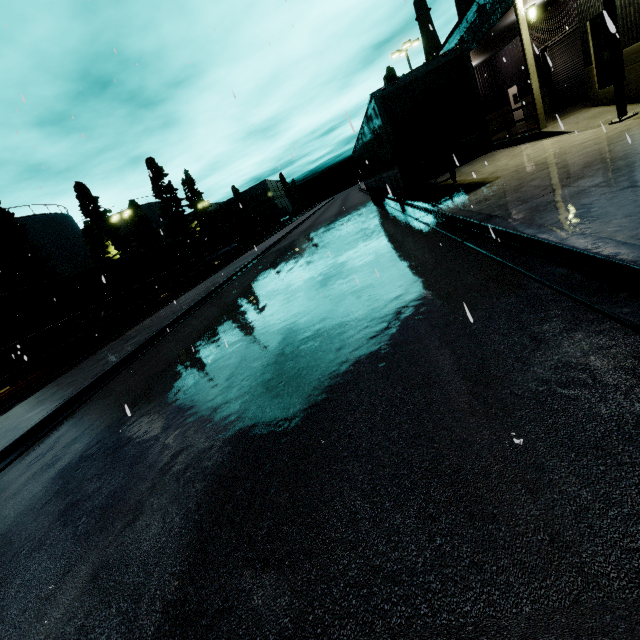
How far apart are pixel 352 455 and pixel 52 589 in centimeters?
308cm

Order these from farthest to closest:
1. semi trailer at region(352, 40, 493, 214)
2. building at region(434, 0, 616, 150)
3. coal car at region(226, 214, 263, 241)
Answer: coal car at region(226, 214, 263, 241)
building at region(434, 0, 616, 150)
semi trailer at region(352, 40, 493, 214)

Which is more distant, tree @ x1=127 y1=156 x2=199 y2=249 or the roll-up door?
tree @ x1=127 y1=156 x2=199 y2=249

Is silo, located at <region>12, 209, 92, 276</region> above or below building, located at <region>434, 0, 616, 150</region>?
above

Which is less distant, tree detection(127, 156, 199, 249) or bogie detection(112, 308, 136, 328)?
bogie detection(112, 308, 136, 328)

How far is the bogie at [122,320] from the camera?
20.55m

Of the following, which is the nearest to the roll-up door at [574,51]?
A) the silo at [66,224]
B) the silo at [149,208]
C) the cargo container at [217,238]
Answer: the silo at [66,224]

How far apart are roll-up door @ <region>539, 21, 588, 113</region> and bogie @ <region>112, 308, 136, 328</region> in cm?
2885
